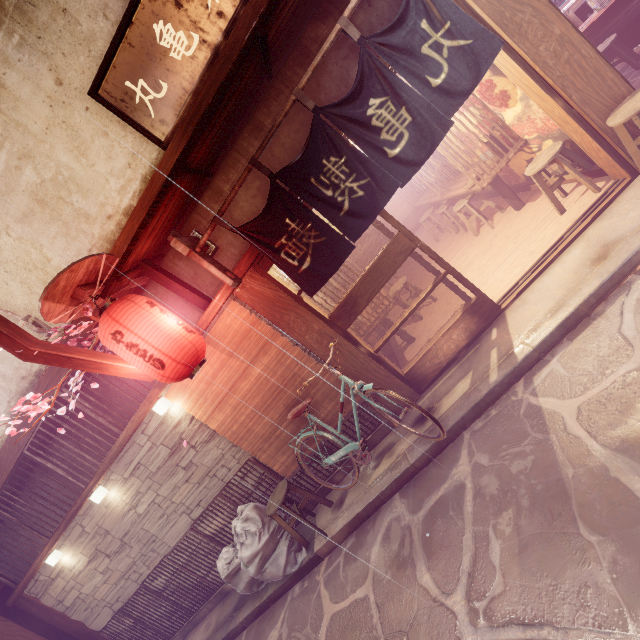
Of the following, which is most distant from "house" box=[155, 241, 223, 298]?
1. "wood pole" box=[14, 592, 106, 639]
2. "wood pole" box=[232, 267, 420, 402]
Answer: "wood pole" box=[14, 592, 106, 639]

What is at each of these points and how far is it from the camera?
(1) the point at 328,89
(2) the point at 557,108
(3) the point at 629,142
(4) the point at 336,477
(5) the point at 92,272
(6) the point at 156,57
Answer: (1) house, 6.6m
(2) door frame, 6.2m
(3) chair, 6.1m
(4) foundation, 8.6m
(5) wood guard, 6.3m
(6) sign, 6.3m

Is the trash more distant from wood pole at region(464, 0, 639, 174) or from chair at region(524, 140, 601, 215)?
wood pole at region(464, 0, 639, 174)

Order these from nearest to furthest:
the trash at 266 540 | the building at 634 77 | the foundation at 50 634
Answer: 1. the trash at 266 540
2. the building at 634 77
3. the foundation at 50 634

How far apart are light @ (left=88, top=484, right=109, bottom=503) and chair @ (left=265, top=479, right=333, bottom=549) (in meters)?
5.05

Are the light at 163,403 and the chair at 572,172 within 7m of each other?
no

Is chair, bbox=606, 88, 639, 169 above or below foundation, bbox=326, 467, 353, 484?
above

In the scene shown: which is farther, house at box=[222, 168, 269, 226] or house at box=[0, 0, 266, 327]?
house at box=[222, 168, 269, 226]
